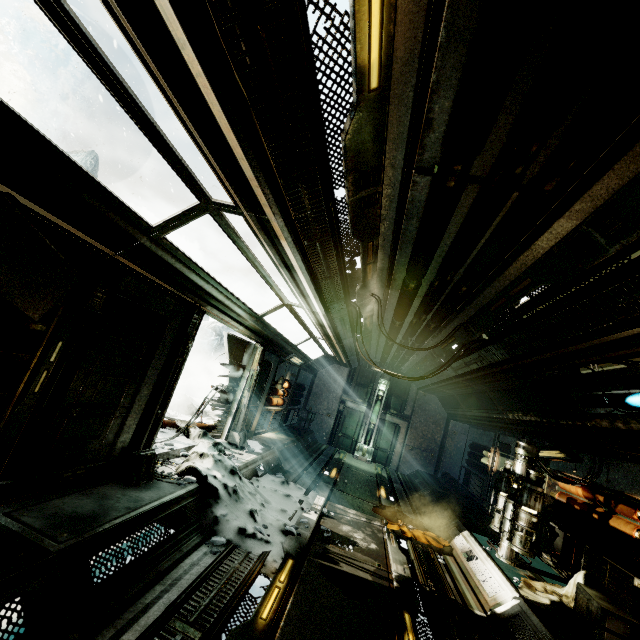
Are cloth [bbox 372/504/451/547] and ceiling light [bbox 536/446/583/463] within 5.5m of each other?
yes

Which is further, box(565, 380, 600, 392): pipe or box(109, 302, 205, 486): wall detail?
box(565, 380, 600, 392): pipe

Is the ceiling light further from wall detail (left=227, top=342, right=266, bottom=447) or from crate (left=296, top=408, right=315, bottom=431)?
crate (left=296, top=408, right=315, bottom=431)

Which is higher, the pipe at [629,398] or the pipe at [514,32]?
the pipe at [514,32]

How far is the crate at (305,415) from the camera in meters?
15.4 m

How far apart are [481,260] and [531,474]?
4.97m

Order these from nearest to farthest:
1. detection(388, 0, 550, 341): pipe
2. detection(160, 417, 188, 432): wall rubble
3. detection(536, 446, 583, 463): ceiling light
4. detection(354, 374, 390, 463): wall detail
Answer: detection(388, 0, 550, 341): pipe < detection(536, 446, 583, 463): ceiling light < detection(160, 417, 188, 432): wall rubble < detection(354, 374, 390, 463): wall detail

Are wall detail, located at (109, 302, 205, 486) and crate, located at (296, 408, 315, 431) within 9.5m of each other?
no
